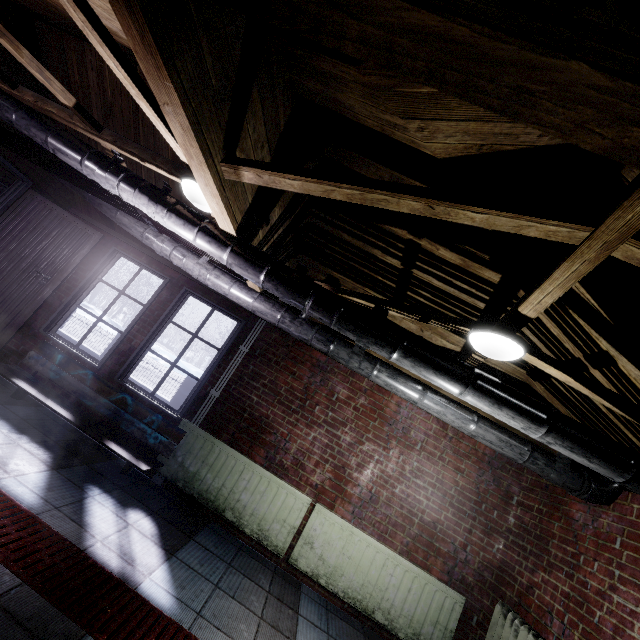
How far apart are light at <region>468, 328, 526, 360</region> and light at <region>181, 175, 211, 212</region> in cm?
197

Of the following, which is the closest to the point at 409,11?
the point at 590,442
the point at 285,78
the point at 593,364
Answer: the point at 285,78

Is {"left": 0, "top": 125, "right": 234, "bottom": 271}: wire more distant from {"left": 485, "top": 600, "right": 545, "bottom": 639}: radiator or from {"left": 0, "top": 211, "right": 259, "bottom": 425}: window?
{"left": 485, "top": 600, "right": 545, "bottom": 639}: radiator

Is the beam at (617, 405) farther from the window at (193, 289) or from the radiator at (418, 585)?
the radiator at (418, 585)

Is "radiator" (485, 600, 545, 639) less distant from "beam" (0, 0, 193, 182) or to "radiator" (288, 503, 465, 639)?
"radiator" (288, 503, 465, 639)

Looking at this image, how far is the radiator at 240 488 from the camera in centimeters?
310cm

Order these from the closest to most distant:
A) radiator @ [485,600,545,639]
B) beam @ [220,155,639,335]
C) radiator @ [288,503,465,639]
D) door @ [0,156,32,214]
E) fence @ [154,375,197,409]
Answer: beam @ [220,155,639,335] < radiator @ [485,600,545,639] < radiator @ [288,503,465,639] < door @ [0,156,32,214] < fence @ [154,375,197,409]

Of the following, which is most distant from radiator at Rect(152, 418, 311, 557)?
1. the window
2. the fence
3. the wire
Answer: the fence
